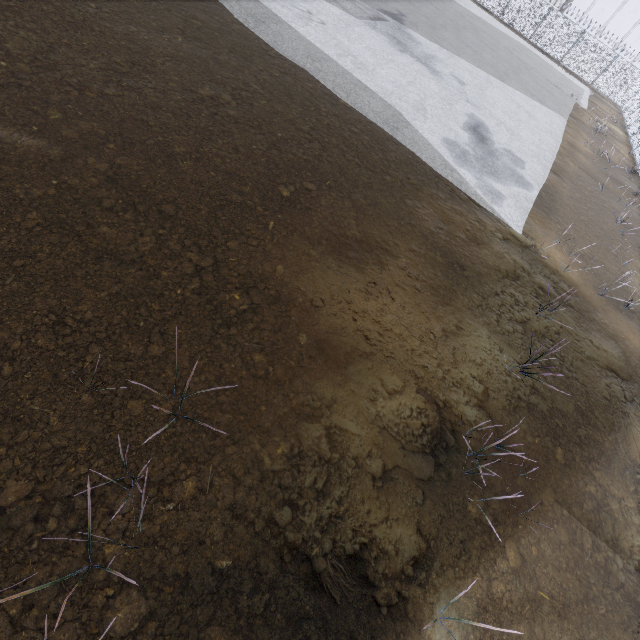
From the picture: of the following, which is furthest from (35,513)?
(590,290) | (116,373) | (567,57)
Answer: (567,57)
